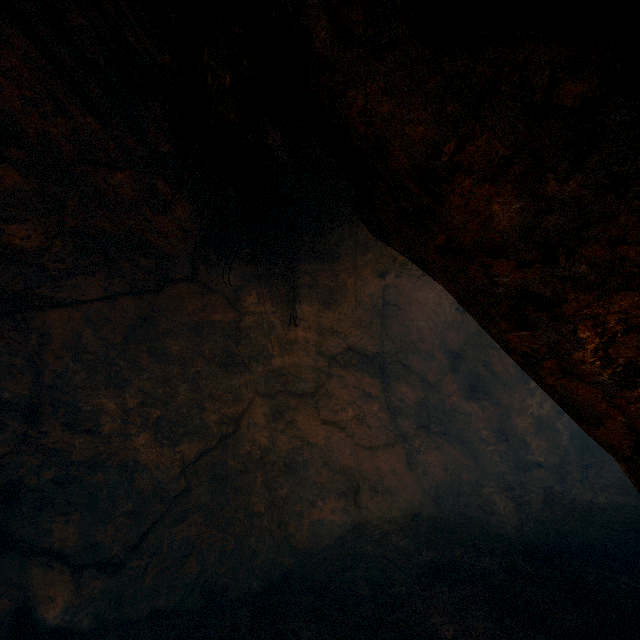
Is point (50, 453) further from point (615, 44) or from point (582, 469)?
point (582, 469)
